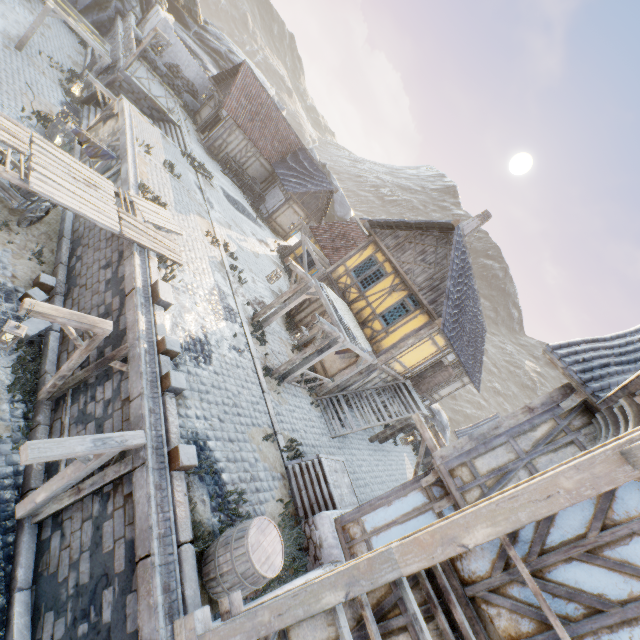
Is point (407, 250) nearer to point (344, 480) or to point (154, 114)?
point (344, 480)

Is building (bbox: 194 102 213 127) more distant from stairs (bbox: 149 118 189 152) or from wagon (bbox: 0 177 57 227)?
wagon (bbox: 0 177 57 227)

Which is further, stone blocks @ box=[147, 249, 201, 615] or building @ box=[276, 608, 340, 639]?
stone blocks @ box=[147, 249, 201, 615]

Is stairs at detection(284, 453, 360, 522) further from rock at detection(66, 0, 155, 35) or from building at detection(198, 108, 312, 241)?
building at detection(198, 108, 312, 241)

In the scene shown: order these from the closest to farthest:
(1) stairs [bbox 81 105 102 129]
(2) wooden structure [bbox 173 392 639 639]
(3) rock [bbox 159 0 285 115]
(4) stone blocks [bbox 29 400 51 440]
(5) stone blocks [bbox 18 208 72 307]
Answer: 1. (2) wooden structure [bbox 173 392 639 639]
2. (4) stone blocks [bbox 29 400 51 440]
3. (5) stone blocks [bbox 18 208 72 307]
4. (1) stairs [bbox 81 105 102 129]
5. (3) rock [bbox 159 0 285 115]

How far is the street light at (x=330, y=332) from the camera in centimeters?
989cm

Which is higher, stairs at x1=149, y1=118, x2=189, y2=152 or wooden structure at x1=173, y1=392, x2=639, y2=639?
wooden structure at x1=173, y1=392, x2=639, y2=639

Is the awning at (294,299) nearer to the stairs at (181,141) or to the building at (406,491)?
the building at (406,491)
